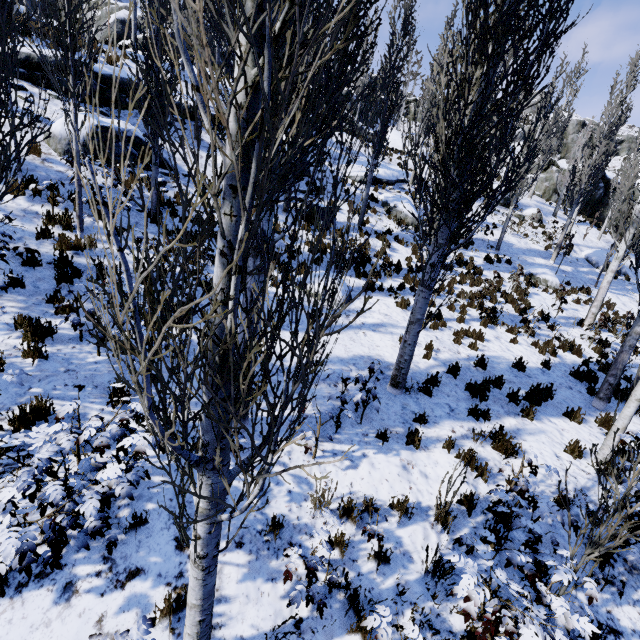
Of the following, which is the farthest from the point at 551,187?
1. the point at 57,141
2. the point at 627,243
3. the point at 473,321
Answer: the point at 57,141

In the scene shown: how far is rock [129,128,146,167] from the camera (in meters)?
11.02

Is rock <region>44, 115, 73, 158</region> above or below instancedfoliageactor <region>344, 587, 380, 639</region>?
above

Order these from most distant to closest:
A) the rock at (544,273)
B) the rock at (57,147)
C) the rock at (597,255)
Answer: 1. the rock at (597,255)
2. the rock at (544,273)
3. the rock at (57,147)

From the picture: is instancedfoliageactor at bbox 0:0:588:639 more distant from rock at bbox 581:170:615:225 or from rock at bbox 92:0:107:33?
rock at bbox 92:0:107:33

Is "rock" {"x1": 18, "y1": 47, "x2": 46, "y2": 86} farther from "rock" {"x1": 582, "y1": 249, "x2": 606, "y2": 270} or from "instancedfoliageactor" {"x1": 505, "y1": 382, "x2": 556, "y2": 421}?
"rock" {"x1": 582, "y1": 249, "x2": 606, "y2": 270}

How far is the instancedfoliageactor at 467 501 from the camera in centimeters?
476cm

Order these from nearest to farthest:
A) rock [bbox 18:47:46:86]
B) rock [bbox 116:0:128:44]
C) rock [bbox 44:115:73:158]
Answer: rock [bbox 44:115:73:158] → rock [bbox 18:47:46:86] → rock [bbox 116:0:128:44]
